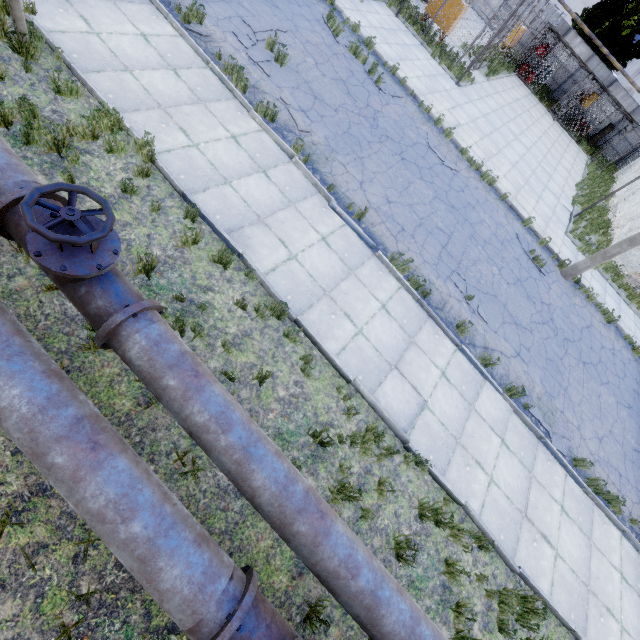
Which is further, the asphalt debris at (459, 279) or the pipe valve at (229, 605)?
the asphalt debris at (459, 279)

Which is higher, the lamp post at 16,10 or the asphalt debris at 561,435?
the lamp post at 16,10

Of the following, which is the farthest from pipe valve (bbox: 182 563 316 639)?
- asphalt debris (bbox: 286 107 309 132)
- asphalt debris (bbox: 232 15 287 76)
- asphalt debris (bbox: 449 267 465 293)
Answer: asphalt debris (bbox: 232 15 287 76)

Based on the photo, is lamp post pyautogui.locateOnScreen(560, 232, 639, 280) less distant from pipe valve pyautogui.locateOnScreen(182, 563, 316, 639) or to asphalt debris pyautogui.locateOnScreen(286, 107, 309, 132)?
asphalt debris pyautogui.locateOnScreen(286, 107, 309, 132)

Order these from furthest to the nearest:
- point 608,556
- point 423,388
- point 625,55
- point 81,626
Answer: point 625,55 → point 608,556 → point 423,388 → point 81,626

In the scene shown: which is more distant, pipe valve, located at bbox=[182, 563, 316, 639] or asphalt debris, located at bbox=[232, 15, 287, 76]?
asphalt debris, located at bbox=[232, 15, 287, 76]

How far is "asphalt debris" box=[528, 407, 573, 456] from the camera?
7.93m

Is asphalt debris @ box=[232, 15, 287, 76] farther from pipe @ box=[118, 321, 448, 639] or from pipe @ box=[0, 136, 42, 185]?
pipe @ box=[118, 321, 448, 639]
